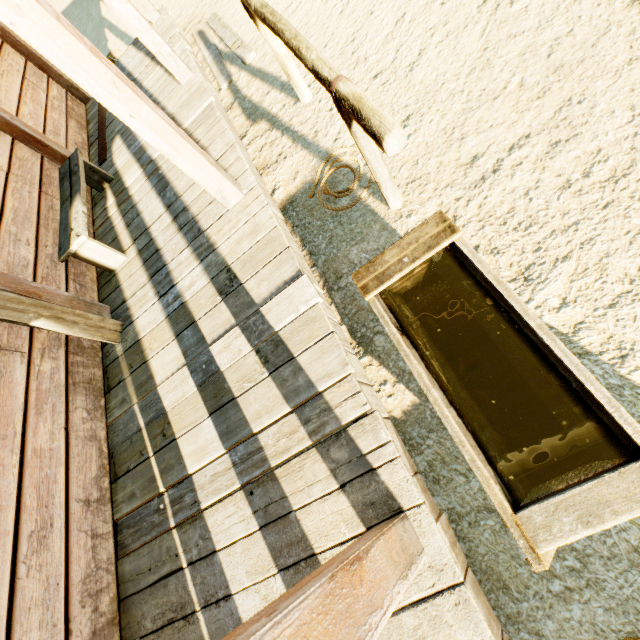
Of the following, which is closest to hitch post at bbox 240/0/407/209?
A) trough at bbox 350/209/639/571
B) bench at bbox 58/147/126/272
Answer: trough at bbox 350/209/639/571

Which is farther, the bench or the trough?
the bench

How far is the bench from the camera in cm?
297

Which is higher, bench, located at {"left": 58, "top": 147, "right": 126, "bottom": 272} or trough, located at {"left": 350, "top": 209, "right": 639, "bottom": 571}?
bench, located at {"left": 58, "top": 147, "right": 126, "bottom": 272}

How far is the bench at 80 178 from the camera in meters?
3.0 m

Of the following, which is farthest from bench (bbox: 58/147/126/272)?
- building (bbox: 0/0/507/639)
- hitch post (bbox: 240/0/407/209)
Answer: hitch post (bbox: 240/0/407/209)

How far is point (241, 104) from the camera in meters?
3.9

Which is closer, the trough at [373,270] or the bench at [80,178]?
the trough at [373,270]
